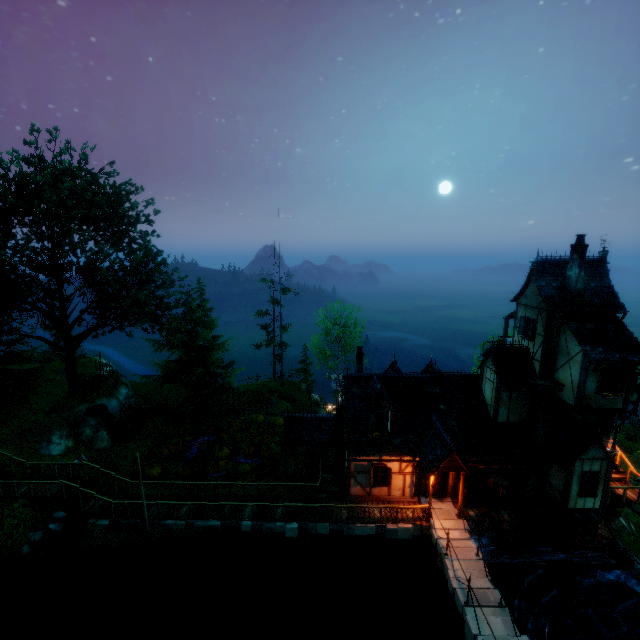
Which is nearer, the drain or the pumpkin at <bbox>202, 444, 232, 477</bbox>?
the drain

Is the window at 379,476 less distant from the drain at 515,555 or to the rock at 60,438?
the drain at 515,555

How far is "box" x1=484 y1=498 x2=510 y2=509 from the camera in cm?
1748

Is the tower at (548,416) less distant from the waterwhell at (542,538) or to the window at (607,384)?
the waterwhell at (542,538)

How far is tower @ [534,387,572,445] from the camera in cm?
1766

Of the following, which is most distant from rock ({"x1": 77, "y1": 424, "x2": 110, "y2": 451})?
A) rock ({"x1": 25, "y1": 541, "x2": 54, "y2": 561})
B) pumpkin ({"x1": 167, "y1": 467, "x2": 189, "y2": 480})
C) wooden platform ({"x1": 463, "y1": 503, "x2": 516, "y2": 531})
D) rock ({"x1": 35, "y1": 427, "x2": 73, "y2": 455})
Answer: wooden platform ({"x1": 463, "y1": 503, "x2": 516, "y2": 531})

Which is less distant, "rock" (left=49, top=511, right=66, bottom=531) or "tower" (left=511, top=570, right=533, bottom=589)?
"rock" (left=49, top=511, right=66, bottom=531)

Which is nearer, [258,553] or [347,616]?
[347,616]
